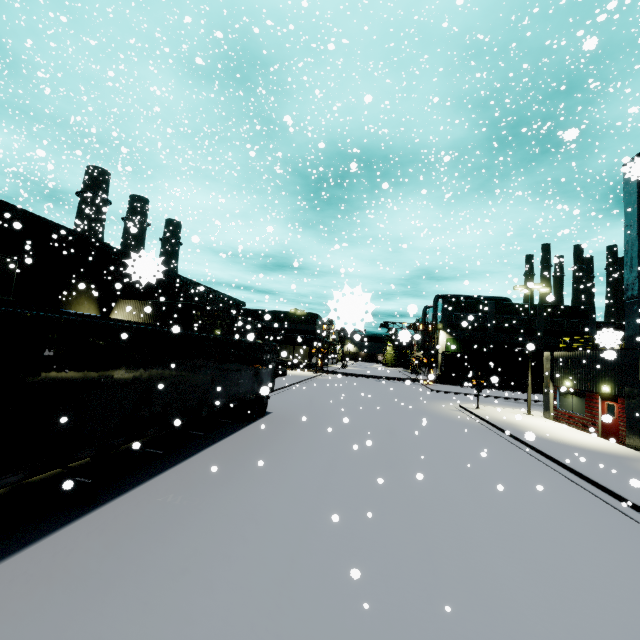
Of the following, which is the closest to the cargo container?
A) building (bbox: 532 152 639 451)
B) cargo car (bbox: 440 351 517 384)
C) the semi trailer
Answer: cargo car (bbox: 440 351 517 384)

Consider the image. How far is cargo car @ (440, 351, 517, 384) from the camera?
51.0m

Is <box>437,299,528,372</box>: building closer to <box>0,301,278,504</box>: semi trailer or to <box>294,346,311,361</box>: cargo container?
<box>0,301,278,504</box>: semi trailer

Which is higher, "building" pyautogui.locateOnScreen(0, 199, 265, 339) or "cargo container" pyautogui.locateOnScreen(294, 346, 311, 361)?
"building" pyautogui.locateOnScreen(0, 199, 265, 339)

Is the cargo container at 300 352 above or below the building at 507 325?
below

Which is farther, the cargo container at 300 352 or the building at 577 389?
the cargo container at 300 352

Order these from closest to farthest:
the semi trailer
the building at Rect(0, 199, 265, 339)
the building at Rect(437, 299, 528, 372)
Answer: the semi trailer < the building at Rect(0, 199, 265, 339) < the building at Rect(437, 299, 528, 372)

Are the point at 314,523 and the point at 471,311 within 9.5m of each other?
no
